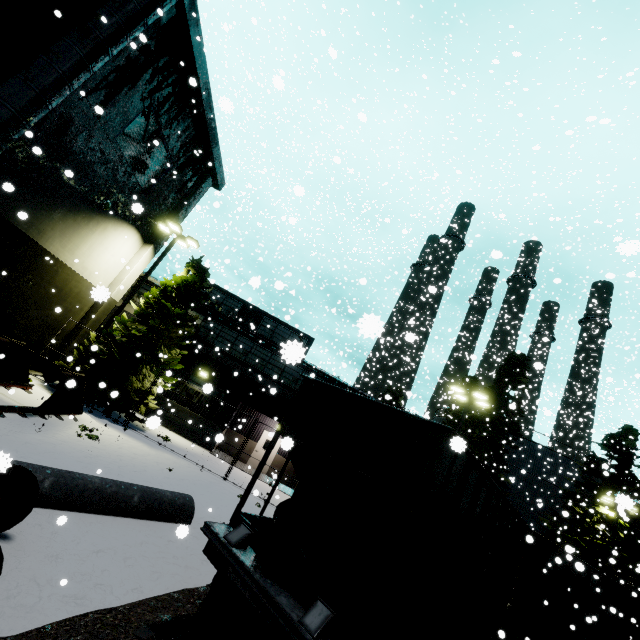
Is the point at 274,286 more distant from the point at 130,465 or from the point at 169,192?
the point at 130,465

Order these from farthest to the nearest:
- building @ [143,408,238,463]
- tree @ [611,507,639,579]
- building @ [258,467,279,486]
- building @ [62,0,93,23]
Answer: tree @ [611,507,639,579]
building @ [143,408,238,463]
building @ [258,467,279,486]
building @ [62,0,93,23]

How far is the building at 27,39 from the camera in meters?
9.1

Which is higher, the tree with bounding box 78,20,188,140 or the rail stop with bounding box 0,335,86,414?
the tree with bounding box 78,20,188,140

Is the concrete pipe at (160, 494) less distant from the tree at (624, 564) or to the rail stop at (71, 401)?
the rail stop at (71, 401)

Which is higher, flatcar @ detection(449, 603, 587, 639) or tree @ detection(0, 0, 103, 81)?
tree @ detection(0, 0, 103, 81)

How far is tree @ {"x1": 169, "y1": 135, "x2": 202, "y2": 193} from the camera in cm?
1802
